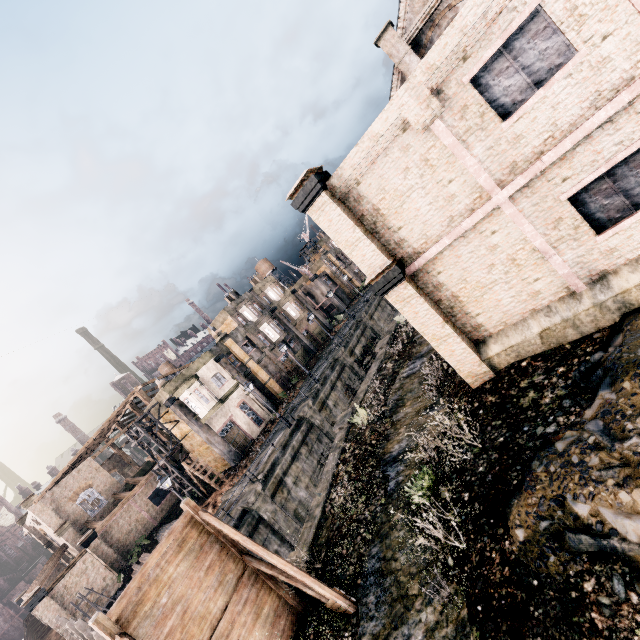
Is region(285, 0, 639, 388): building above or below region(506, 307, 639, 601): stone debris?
above

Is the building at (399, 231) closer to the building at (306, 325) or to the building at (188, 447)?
the building at (188, 447)

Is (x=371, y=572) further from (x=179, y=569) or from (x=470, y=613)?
(x=179, y=569)

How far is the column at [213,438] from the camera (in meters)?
31.66

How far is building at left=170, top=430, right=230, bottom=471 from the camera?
34.0m

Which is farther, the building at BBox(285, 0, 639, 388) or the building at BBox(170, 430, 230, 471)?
the building at BBox(170, 430, 230, 471)

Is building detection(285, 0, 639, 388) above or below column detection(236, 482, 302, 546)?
above

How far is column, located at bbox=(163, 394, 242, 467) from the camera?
31.7m
